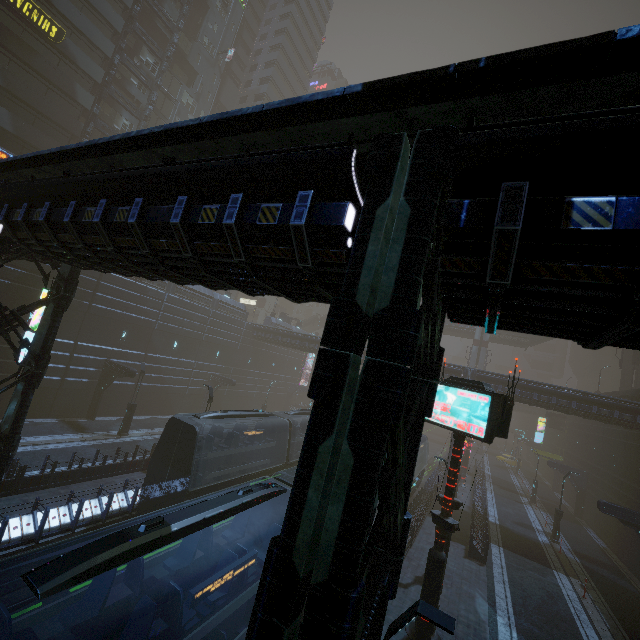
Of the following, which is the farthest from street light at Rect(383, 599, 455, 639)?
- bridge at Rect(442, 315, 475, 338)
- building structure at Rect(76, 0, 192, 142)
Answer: bridge at Rect(442, 315, 475, 338)

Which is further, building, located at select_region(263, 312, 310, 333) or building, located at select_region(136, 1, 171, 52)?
building, located at select_region(263, 312, 310, 333)

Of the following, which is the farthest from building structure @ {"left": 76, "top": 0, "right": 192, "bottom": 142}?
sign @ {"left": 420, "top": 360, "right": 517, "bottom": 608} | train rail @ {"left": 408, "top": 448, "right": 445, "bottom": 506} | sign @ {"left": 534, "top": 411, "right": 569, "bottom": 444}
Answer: sign @ {"left": 534, "top": 411, "right": 569, "bottom": 444}

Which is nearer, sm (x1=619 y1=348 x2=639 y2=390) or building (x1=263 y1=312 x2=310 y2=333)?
sm (x1=619 y1=348 x2=639 y2=390)

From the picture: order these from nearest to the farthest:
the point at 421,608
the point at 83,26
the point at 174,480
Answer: the point at 421,608 → the point at 174,480 → the point at 83,26

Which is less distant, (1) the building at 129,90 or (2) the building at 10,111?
(2) the building at 10,111

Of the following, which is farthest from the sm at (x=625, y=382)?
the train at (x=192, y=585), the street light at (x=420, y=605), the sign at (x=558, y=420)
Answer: the street light at (x=420, y=605)

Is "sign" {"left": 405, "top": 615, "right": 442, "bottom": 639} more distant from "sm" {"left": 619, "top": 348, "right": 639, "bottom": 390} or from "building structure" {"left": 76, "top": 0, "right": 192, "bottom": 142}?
"sm" {"left": 619, "top": 348, "right": 639, "bottom": 390}
